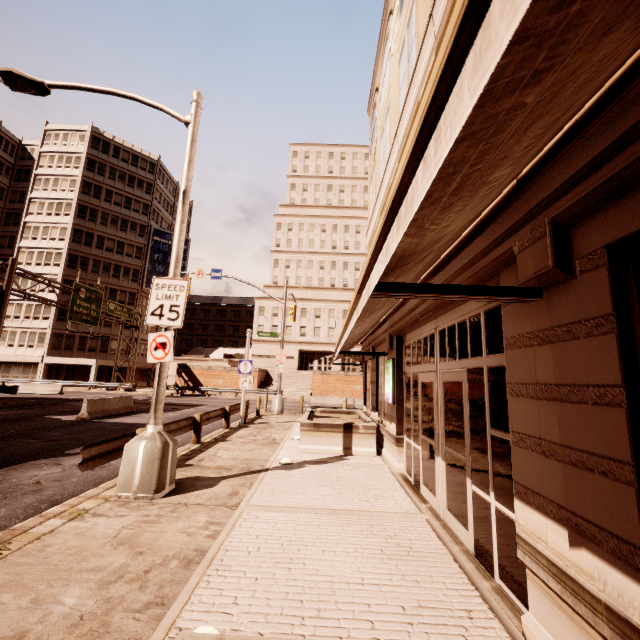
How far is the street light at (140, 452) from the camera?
6.1 meters

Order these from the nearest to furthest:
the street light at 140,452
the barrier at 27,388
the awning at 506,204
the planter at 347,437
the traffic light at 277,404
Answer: the awning at 506,204
the street light at 140,452
the planter at 347,437
the traffic light at 277,404
the barrier at 27,388

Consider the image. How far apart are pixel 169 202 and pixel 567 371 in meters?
67.5

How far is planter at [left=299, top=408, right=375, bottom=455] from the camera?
10.4m

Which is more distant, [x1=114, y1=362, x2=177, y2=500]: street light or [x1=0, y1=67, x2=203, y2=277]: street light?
[x1=0, y1=67, x2=203, y2=277]: street light

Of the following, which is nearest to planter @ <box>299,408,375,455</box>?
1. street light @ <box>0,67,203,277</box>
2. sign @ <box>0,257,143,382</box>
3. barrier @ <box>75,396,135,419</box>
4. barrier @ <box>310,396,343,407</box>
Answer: street light @ <box>0,67,203,277</box>

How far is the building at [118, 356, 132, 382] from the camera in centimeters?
4772cm

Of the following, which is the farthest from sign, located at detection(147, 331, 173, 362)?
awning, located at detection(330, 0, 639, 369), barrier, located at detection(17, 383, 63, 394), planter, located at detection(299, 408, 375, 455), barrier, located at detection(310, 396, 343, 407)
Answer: barrier, located at detection(17, 383, 63, 394)
